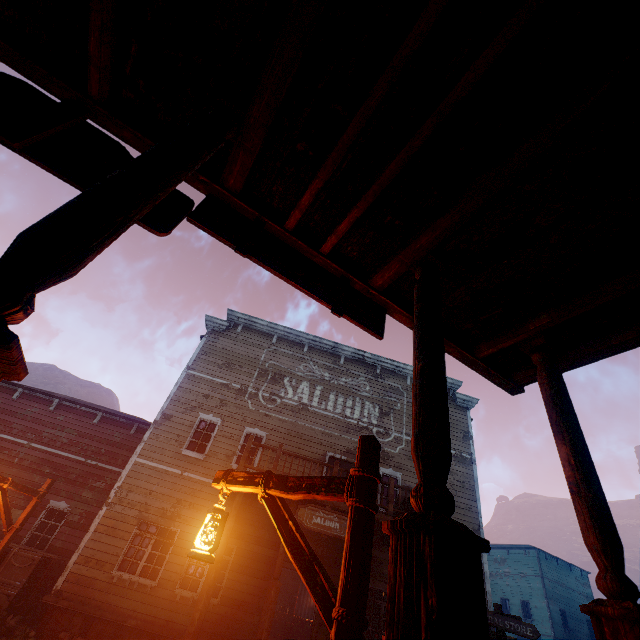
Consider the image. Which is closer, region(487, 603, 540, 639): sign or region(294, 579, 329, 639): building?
region(487, 603, 540, 639): sign

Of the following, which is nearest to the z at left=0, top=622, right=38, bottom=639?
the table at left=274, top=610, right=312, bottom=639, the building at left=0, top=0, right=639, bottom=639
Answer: the building at left=0, top=0, right=639, bottom=639

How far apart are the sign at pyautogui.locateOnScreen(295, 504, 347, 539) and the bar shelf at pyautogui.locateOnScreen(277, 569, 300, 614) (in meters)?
14.41

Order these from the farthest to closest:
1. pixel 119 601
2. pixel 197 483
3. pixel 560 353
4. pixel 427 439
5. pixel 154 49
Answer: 1. pixel 197 483
2. pixel 119 601
3. pixel 560 353
4. pixel 154 49
5. pixel 427 439

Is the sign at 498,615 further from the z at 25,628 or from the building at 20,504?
the building at 20,504

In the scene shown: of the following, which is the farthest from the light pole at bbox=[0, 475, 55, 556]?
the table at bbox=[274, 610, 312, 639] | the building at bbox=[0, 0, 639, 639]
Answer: the table at bbox=[274, 610, 312, 639]

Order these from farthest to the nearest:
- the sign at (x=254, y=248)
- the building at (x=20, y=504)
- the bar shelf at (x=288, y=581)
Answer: the bar shelf at (x=288, y=581), the building at (x=20, y=504), the sign at (x=254, y=248)

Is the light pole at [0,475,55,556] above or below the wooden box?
above
